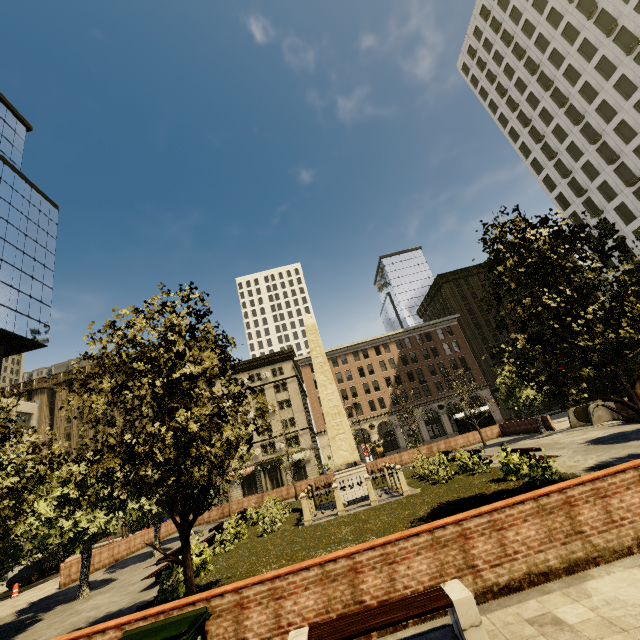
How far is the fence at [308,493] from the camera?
15.8 meters

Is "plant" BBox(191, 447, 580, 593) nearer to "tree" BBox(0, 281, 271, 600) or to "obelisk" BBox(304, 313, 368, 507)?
"tree" BBox(0, 281, 271, 600)

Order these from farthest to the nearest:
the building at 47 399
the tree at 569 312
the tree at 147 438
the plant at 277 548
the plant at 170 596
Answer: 1. the building at 47 399
2. the plant at 277 548
3. the plant at 170 596
4. the tree at 569 312
5. the tree at 147 438

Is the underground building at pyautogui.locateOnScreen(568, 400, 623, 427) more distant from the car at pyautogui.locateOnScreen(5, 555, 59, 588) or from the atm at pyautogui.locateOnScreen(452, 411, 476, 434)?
the car at pyautogui.locateOnScreen(5, 555, 59, 588)

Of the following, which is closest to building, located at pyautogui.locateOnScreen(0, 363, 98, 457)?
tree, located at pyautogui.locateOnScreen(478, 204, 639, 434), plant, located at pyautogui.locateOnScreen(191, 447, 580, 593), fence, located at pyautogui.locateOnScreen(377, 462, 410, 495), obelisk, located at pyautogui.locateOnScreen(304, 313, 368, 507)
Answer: tree, located at pyautogui.locateOnScreen(478, 204, 639, 434)

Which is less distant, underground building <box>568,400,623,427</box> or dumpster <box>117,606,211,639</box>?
dumpster <box>117,606,211,639</box>

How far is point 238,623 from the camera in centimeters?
530cm

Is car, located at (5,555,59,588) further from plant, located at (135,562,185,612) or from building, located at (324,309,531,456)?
plant, located at (135,562,185,612)
